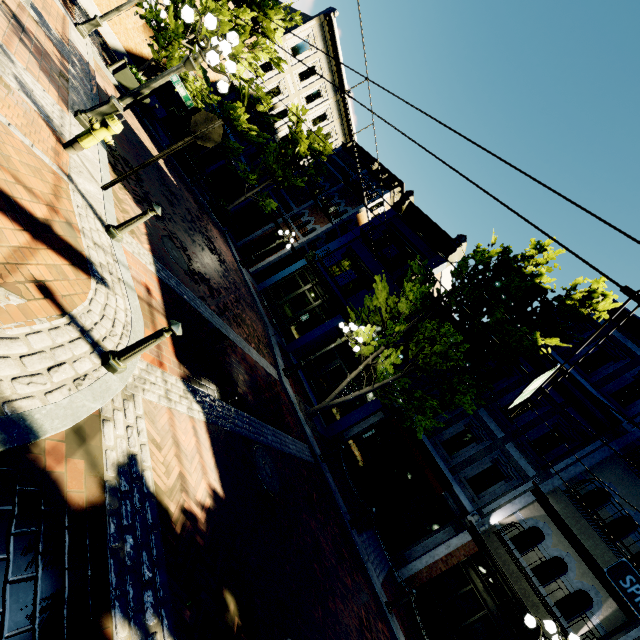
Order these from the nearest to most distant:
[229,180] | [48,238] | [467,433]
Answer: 1. [48,238]
2. [467,433]
3. [229,180]

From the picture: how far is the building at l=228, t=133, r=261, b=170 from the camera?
25.0m

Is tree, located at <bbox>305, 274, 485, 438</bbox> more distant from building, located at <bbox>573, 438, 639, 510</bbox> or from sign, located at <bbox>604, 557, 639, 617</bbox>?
sign, located at <bbox>604, 557, 639, 617</bbox>

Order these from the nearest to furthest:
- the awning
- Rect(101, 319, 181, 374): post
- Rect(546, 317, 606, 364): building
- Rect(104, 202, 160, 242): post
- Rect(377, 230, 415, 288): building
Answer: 1. Rect(101, 319, 181, 374): post
2. Rect(104, 202, 160, 242): post
3. the awning
4. Rect(546, 317, 606, 364): building
5. Rect(377, 230, 415, 288): building

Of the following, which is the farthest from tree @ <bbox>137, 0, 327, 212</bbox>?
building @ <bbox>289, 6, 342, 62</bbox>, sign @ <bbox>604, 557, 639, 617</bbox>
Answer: building @ <bbox>289, 6, 342, 62</bbox>

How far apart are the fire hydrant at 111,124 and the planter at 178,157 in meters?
12.3

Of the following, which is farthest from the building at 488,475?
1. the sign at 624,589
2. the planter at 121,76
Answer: the planter at 121,76

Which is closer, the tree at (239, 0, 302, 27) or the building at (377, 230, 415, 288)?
the tree at (239, 0, 302, 27)
